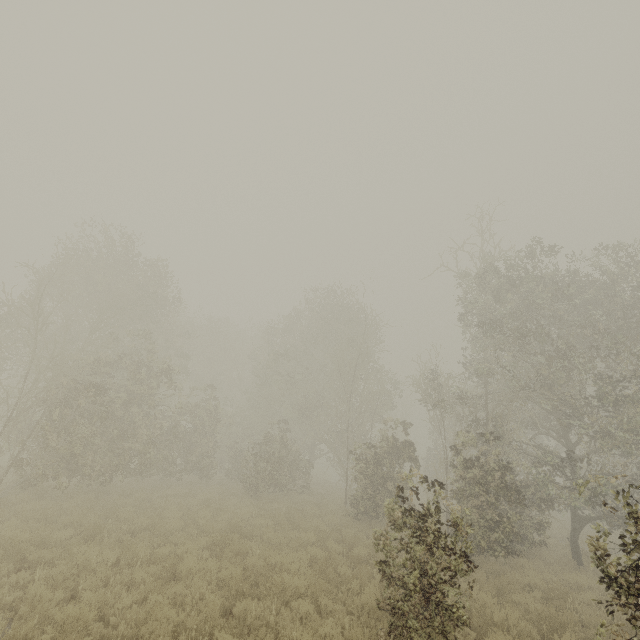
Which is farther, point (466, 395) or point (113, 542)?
point (466, 395)
